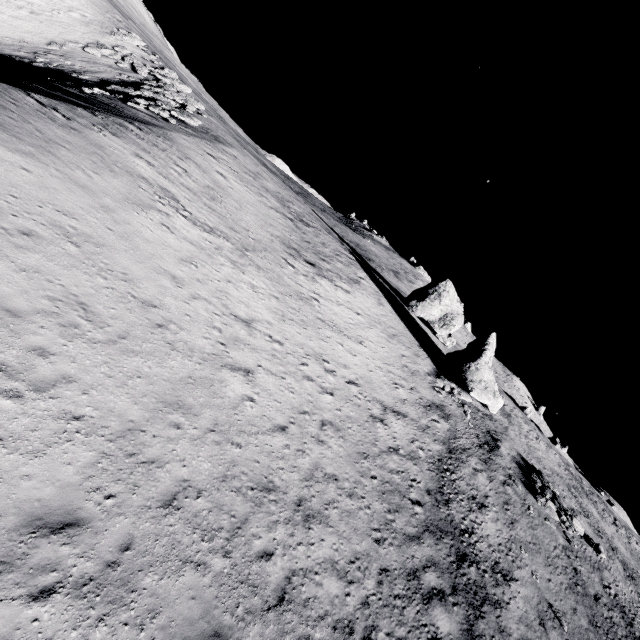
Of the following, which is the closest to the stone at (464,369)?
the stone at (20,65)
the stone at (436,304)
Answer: the stone at (436,304)

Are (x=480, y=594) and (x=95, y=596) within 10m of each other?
no

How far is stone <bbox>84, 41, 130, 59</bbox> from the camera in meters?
38.1

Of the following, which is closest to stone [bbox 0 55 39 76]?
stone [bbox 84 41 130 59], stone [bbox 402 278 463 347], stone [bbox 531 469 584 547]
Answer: stone [bbox 84 41 130 59]

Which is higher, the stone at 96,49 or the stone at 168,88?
the stone at 168,88

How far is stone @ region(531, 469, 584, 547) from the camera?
23.3 meters

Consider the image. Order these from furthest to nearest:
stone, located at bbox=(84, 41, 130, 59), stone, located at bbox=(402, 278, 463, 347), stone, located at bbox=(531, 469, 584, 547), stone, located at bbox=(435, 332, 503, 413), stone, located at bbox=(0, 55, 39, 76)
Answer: stone, located at bbox=(402, 278, 463, 347) < stone, located at bbox=(84, 41, 130, 59) < stone, located at bbox=(435, 332, 503, 413) < stone, located at bbox=(0, 55, 39, 76) < stone, located at bbox=(531, 469, 584, 547)

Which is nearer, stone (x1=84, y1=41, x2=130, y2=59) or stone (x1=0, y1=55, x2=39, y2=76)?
stone (x1=0, y1=55, x2=39, y2=76)
